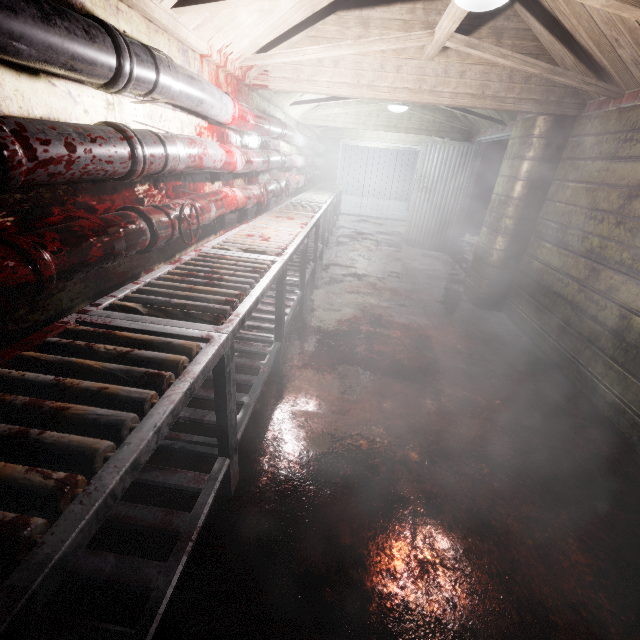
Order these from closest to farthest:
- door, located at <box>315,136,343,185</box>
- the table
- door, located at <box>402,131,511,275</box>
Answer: the table
door, located at <box>402,131,511,275</box>
door, located at <box>315,136,343,185</box>

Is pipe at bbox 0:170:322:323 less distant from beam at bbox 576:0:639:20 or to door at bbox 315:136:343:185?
door at bbox 315:136:343:185

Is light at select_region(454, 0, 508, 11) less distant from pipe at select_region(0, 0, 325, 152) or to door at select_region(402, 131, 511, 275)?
pipe at select_region(0, 0, 325, 152)

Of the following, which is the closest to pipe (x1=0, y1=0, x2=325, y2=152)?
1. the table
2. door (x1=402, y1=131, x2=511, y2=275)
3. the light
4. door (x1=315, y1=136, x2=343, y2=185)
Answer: door (x1=315, y1=136, x2=343, y2=185)

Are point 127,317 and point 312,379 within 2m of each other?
yes

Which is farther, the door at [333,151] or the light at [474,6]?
the door at [333,151]

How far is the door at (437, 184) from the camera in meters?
5.5

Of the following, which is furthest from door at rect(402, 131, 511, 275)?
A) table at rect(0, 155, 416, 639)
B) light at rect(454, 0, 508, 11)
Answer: light at rect(454, 0, 508, 11)
